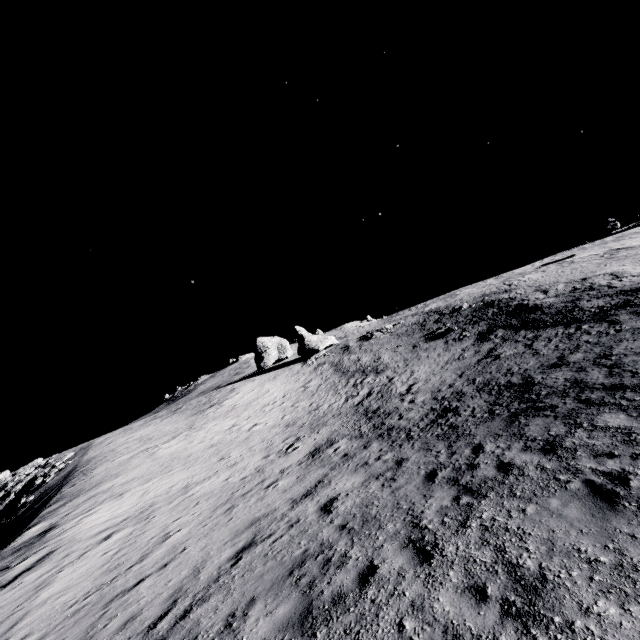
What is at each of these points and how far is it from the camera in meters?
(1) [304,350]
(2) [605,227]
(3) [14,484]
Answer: (1) stone, 54.1 m
(2) stone, 49.9 m
(3) stone, 39.8 m

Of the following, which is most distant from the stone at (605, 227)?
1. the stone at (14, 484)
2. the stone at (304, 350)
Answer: the stone at (14, 484)

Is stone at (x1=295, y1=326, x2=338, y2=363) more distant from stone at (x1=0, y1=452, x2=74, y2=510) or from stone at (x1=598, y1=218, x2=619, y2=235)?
stone at (x1=598, y1=218, x2=619, y2=235)

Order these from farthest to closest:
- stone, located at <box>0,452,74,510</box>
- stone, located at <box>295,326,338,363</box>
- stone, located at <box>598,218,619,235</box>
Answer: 1. stone, located at <box>295,326,338,363</box>
2. stone, located at <box>598,218,619,235</box>
3. stone, located at <box>0,452,74,510</box>

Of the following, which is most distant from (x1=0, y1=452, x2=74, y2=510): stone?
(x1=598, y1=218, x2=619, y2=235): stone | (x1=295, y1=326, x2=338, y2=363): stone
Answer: (x1=598, y1=218, x2=619, y2=235): stone

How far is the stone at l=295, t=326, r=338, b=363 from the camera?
52.59m

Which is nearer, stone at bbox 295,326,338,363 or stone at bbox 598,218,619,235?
stone at bbox 598,218,619,235
